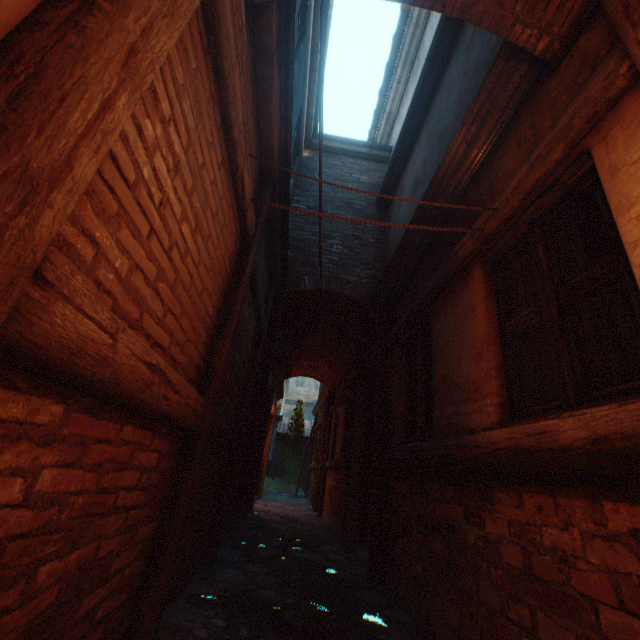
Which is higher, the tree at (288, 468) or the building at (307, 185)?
the building at (307, 185)

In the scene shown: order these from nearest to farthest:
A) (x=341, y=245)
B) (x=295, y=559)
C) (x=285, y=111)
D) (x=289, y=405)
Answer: (x=285, y=111)
(x=295, y=559)
(x=341, y=245)
(x=289, y=405)

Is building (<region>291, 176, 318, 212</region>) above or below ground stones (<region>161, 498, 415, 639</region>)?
above

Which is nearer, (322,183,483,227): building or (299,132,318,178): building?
(322,183,483,227): building

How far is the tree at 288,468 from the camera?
18.2m

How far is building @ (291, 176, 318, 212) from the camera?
6.62m

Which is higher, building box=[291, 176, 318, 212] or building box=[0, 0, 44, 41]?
building box=[291, 176, 318, 212]

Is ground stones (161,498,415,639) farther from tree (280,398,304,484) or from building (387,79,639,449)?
tree (280,398,304,484)
